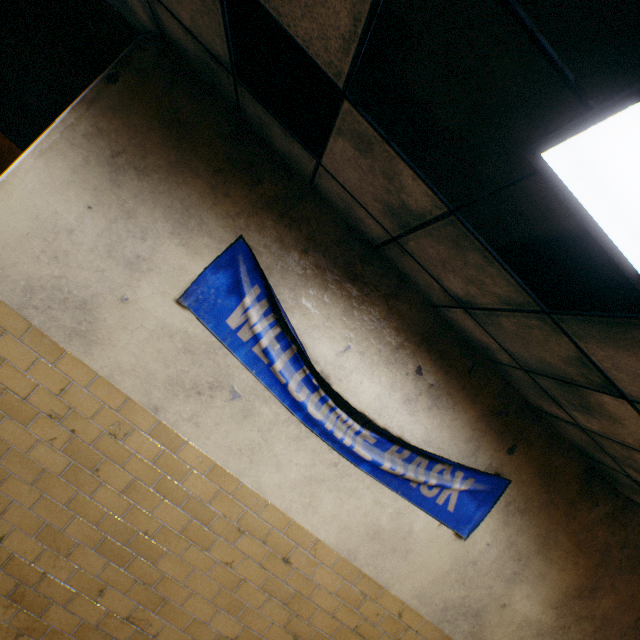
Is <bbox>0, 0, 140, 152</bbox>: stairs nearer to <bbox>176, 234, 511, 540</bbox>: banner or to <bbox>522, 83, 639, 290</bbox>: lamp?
<bbox>176, 234, 511, 540</bbox>: banner

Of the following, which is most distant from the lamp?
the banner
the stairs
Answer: the stairs

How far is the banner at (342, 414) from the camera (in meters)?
2.32

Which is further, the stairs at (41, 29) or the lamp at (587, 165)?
the stairs at (41, 29)

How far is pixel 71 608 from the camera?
2.3 meters

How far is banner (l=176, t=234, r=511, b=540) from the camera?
2.3m
